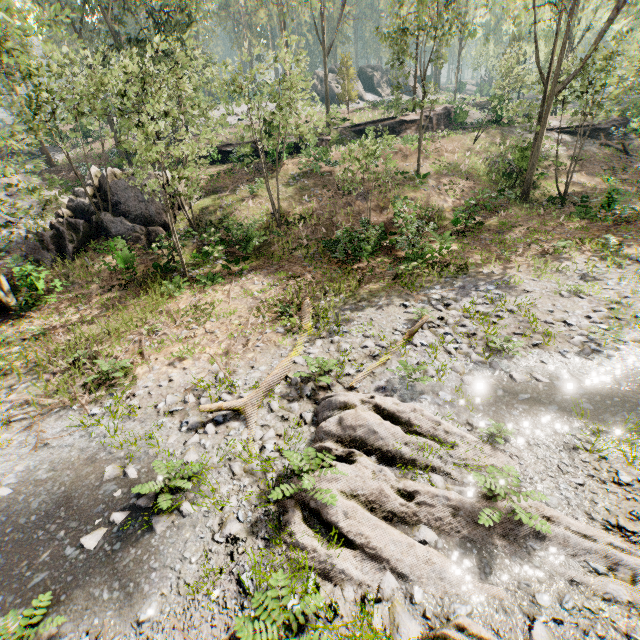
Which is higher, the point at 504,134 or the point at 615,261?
the point at 504,134

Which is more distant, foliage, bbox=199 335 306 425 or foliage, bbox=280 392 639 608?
foliage, bbox=199 335 306 425

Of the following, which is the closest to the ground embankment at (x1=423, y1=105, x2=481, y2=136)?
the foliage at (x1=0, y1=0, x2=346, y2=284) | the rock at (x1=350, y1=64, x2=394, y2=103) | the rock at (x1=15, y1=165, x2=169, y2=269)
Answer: the foliage at (x1=0, y1=0, x2=346, y2=284)

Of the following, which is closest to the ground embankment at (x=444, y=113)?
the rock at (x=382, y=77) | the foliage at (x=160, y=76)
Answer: the foliage at (x=160, y=76)

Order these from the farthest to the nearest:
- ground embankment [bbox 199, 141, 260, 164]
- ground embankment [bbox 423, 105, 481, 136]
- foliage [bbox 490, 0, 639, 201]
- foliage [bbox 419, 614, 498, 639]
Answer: ground embankment [bbox 423, 105, 481, 136] < ground embankment [bbox 199, 141, 260, 164] < foliage [bbox 490, 0, 639, 201] < foliage [bbox 419, 614, 498, 639]

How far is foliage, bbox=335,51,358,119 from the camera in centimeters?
3200cm

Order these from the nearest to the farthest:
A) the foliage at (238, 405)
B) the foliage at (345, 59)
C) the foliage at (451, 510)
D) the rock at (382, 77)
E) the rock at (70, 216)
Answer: the foliage at (451, 510), the foliage at (238, 405), the rock at (70, 216), the foliage at (345, 59), the rock at (382, 77)

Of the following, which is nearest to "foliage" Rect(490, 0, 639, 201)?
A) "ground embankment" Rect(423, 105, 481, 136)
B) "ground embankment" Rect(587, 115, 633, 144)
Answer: "ground embankment" Rect(587, 115, 633, 144)
